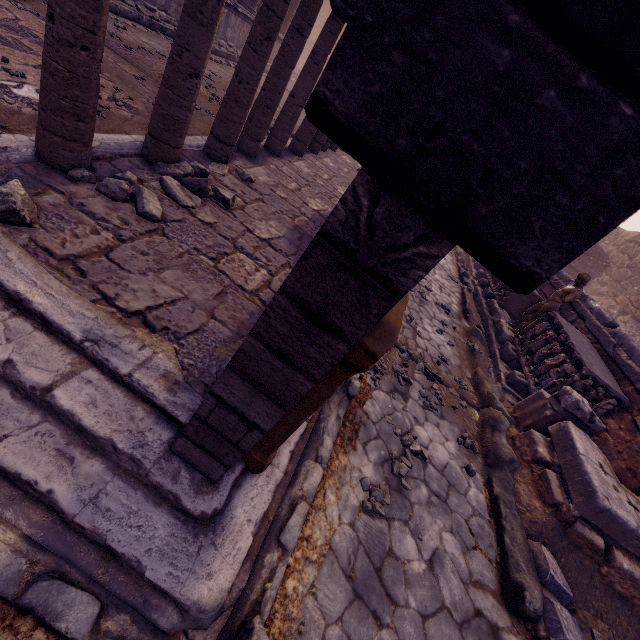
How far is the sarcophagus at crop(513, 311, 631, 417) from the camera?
5.2m

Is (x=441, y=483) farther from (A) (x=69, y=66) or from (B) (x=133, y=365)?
(A) (x=69, y=66)

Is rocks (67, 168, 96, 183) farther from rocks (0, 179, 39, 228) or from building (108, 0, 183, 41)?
building (108, 0, 183, 41)

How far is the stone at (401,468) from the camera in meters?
3.3 m

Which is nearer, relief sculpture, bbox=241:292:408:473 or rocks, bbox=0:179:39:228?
relief sculpture, bbox=241:292:408:473

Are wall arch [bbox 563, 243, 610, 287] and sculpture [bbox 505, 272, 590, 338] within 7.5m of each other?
no

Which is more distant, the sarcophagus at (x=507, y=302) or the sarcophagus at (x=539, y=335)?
the sarcophagus at (x=507, y=302)

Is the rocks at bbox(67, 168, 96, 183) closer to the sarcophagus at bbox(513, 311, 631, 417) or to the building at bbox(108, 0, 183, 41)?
the building at bbox(108, 0, 183, 41)
